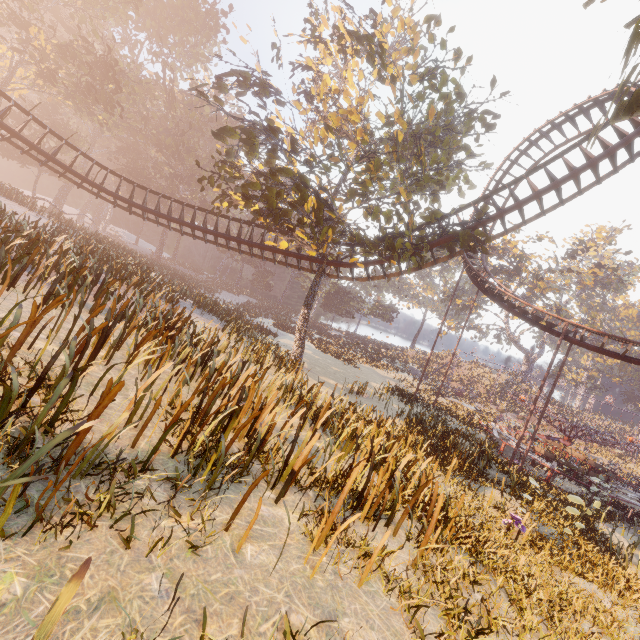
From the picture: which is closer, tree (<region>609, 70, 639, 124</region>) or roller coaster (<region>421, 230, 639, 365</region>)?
tree (<region>609, 70, 639, 124</region>)

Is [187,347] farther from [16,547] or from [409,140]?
[409,140]

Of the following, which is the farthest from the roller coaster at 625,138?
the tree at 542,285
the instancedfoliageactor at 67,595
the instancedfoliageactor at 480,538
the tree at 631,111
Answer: the instancedfoliageactor at 67,595

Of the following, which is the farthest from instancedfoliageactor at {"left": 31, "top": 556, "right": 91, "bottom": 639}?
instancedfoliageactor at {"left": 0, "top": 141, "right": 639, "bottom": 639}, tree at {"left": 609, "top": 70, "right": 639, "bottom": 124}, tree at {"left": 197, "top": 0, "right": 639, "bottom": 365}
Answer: tree at {"left": 197, "top": 0, "right": 639, "bottom": 365}

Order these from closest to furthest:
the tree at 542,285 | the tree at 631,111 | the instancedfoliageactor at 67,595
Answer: the instancedfoliageactor at 67,595 < the tree at 631,111 < the tree at 542,285

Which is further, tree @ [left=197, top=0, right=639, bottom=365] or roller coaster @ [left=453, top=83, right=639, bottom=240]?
roller coaster @ [left=453, top=83, right=639, bottom=240]

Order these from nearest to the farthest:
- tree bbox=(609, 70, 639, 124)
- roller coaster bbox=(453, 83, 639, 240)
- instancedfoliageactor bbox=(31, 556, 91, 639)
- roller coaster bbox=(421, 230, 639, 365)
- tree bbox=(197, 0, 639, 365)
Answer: instancedfoliageactor bbox=(31, 556, 91, 639) < tree bbox=(609, 70, 639, 124) < tree bbox=(197, 0, 639, 365) < roller coaster bbox=(453, 83, 639, 240) < roller coaster bbox=(421, 230, 639, 365)

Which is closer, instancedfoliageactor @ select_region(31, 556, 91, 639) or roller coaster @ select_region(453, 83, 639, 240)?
instancedfoliageactor @ select_region(31, 556, 91, 639)
